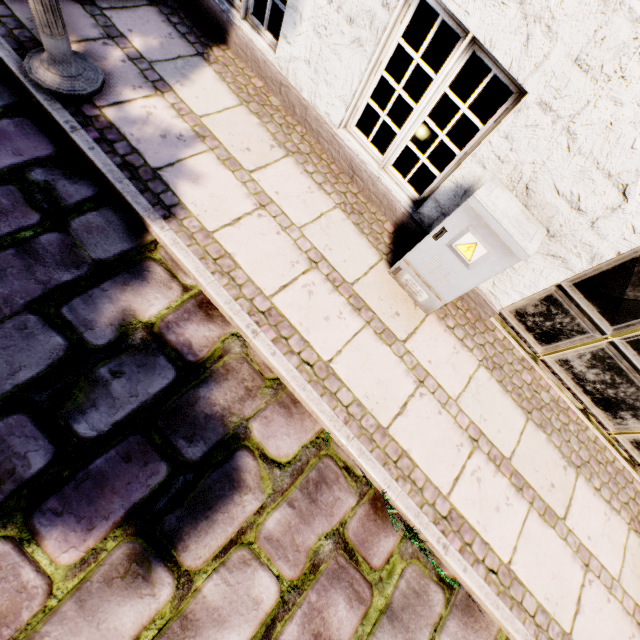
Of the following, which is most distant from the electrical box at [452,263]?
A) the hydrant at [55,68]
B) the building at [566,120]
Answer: the hydrant at [55,68]

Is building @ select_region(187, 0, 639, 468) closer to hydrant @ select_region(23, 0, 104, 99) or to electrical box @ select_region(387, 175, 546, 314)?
electrical box @ select_region(387, 175, 546, 314)

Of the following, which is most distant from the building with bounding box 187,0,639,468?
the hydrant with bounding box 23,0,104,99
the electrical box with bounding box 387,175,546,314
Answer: the hydrant with bounding box 23,0,104,99

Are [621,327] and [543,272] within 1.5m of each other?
yes

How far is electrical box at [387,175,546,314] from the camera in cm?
204
